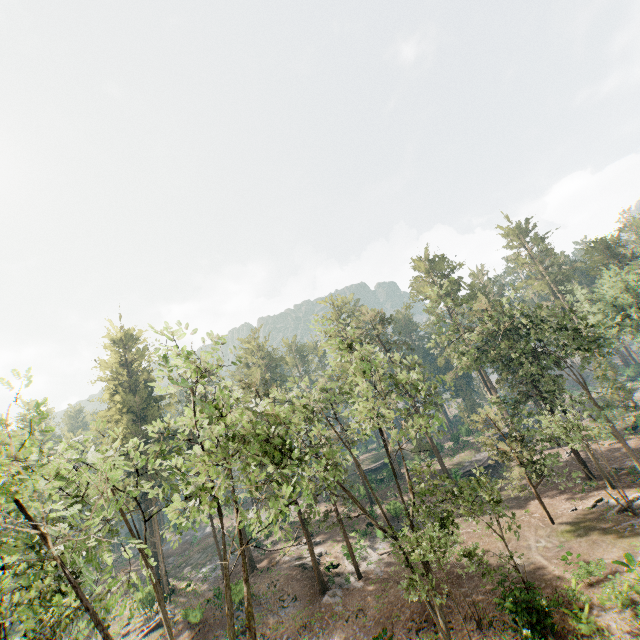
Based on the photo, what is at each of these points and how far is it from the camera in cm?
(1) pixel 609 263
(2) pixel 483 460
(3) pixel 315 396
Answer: (1) foliage, 4956
(2) ground embankment, 4525
(3) foliage, 2439

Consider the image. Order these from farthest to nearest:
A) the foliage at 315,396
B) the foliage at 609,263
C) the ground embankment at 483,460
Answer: the ground embankment at 483,460, the foliage at 609,263, the foliage at 315,396

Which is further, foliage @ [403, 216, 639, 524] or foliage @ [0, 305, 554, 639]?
foliage @ [403, 216, 639, 524]

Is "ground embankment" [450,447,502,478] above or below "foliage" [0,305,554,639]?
below

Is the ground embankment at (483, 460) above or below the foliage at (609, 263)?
below

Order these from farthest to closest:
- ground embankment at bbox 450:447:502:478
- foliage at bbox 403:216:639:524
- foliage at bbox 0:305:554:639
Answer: ground embankment at bbox 450:447:502:478
foliage at bbox 403:216:639:524
foliage at bbox 0:305:554:639

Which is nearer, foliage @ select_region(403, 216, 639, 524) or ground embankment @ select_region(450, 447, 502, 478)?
foliage @ select_region(403, 216, 639, 524)

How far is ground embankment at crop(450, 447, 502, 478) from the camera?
42.9 meters
